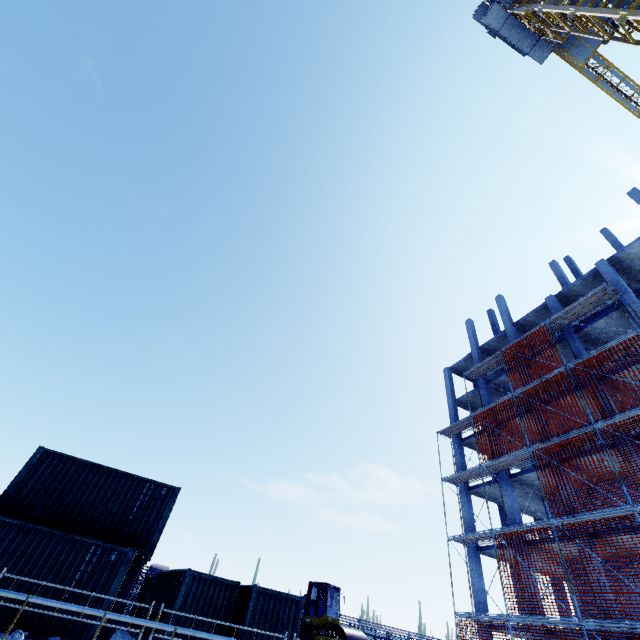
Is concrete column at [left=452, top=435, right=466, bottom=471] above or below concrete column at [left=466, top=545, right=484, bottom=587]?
above

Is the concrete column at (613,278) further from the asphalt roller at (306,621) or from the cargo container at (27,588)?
the cargo container at (27,588)

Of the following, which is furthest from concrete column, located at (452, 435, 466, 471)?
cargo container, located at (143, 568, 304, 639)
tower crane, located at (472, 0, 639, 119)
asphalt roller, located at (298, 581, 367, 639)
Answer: tower crane, located at (472, 0, 639, 119)

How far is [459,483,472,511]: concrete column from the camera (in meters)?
24.86

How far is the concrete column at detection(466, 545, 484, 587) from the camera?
21.8 meters

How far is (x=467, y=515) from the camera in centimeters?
2431cm

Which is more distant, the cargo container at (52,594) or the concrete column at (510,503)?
the concrete column at (510,503)

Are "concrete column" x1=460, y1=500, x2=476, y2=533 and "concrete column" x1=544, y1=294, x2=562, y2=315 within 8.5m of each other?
no
